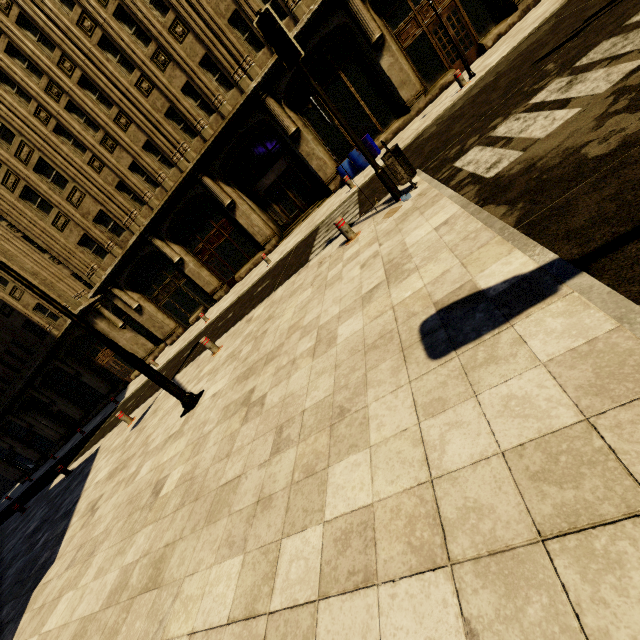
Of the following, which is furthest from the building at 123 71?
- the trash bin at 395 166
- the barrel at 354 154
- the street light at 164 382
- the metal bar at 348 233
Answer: the trash bin at 395 166

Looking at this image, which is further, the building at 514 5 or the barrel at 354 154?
the barrel at 354 154

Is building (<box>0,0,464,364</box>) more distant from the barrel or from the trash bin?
the trash bin

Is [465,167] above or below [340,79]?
below

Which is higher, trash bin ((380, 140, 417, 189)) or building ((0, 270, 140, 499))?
building ((0, 270, 140, 499))

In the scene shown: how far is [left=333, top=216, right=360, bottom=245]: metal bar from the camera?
6.9 meters

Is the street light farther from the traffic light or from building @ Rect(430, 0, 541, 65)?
the traffic light

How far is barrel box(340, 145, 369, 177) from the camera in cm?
1452
